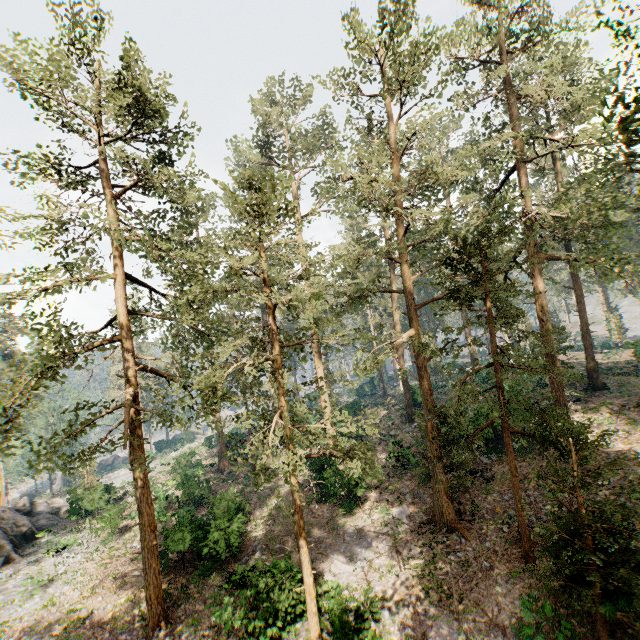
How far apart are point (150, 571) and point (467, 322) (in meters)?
19.24

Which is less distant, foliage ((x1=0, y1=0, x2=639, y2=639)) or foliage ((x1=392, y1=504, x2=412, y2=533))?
foliage ((x1=0, y1=0, x2=639, y2=639))

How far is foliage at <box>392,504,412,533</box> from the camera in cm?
1777

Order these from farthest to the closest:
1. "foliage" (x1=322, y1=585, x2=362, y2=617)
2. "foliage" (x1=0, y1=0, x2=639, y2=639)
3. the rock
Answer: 1. the rock
2. "foliage" (x1=322, y1=585, x2=362, y2=617)
3. "foliage" (x1=0, y1=0, x2=639, y2=639)

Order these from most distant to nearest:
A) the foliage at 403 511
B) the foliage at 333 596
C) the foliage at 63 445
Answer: the foliage at 403 511
the foliage at 333 596
the foliage at 63 445

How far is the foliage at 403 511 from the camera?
17.77m
